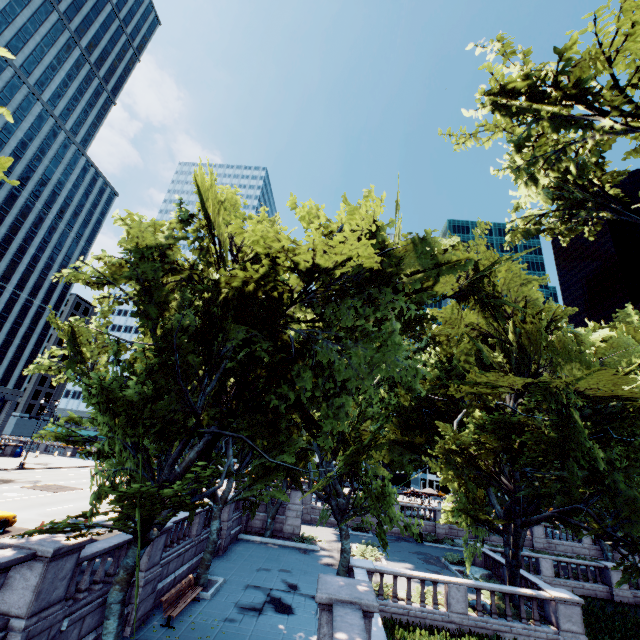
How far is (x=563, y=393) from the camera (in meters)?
13.41

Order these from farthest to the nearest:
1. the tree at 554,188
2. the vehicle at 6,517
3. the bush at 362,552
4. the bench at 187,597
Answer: the bush at 362,552 → the vehicle at 6,517 → the bench at 187,597 → the tree at 554,188

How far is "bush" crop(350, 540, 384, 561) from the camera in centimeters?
2406cm

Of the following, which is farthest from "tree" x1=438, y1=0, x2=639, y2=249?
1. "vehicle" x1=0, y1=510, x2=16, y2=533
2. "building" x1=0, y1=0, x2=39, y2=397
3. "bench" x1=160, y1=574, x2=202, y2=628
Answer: "building" x1=0, y1=0, x2=39, y2=397

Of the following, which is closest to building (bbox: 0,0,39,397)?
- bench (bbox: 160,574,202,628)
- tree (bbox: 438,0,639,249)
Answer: tree (bbox: 438,0,639,249)

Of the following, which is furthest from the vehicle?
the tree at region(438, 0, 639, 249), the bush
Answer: the bush

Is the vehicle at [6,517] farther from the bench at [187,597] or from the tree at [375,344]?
the bench at [187,597]

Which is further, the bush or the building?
the building
